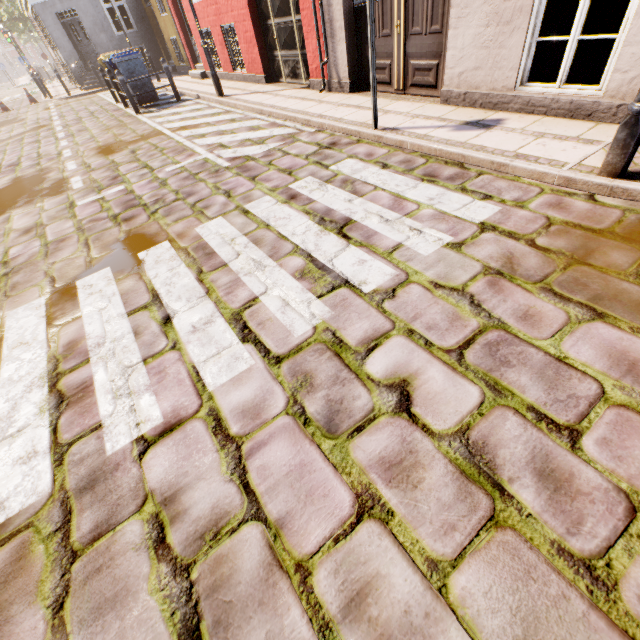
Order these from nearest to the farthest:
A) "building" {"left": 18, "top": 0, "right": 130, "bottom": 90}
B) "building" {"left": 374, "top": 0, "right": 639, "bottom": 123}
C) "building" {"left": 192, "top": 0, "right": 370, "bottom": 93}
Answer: "building" {"left": 374, "top": 0, "right": 639, "bottom": 123} < "building" {"left": 192, "top": 0, "right": 370, "bottom": 93} < "building" {"left": 18, "top": 0, "right": 130, "bottom": 90}

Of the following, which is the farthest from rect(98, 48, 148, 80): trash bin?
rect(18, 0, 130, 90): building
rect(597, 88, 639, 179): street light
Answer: rect(18, 0, 130, 90): building

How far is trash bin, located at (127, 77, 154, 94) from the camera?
10.27m

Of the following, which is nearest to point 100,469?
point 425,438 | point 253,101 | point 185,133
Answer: point 425,438

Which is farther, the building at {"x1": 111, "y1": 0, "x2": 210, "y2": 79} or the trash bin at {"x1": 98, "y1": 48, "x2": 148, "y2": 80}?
the building at {"x1": 111, "y1": 0, "x2": 210, "y2": 79}

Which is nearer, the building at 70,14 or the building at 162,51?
the building at 162,51

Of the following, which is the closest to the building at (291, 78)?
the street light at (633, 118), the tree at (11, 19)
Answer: the tree at (11, 19)

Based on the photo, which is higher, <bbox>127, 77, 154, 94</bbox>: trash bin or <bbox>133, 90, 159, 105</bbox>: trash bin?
<bbox>127, 77, 154, 94</bbox>: trash bin
